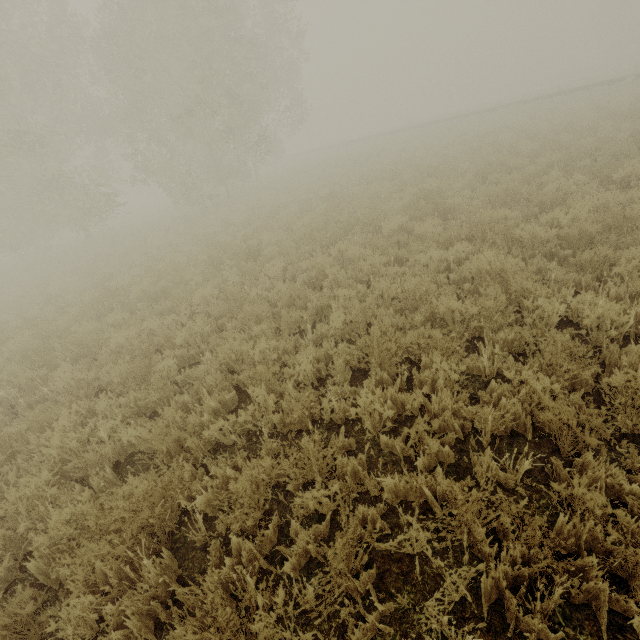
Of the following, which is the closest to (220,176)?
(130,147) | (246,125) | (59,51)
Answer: (246,125)
